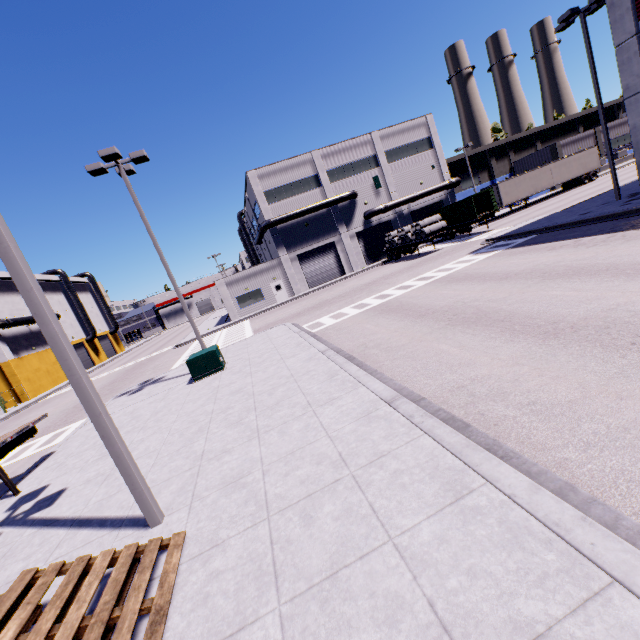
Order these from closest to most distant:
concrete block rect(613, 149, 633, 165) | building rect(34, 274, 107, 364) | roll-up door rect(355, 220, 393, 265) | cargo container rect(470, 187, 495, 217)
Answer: cargo container rect(470, 187, 495, 217) → roll-up door rect(355, 220, 393, 265) → concrete block rect(613, 149, 633, 165) → building rect(34, 274, 107, 364)

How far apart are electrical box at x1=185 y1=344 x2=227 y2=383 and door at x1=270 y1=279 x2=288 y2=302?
23.4 meters

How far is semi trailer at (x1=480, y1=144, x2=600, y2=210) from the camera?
36.7 meters

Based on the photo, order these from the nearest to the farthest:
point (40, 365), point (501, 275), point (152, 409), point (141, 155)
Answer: point (152, 409), point (501, 275), point (141, 155), point (40, 365)

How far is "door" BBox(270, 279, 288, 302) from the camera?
38.12m

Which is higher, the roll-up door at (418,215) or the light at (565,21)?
the light at (565,21)

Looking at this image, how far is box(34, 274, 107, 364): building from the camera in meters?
49.1

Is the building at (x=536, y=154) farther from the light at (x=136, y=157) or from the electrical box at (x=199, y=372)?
the light at (x=136, y=157)
